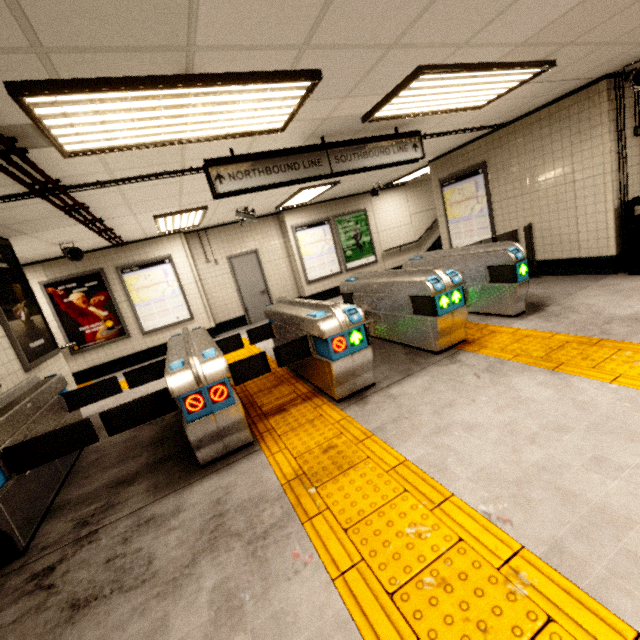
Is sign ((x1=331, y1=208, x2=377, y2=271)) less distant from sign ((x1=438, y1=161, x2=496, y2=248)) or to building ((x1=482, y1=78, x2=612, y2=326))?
sign ((x1=438, y1=161, x2=496, y2=248))

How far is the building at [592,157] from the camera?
4.7 meters

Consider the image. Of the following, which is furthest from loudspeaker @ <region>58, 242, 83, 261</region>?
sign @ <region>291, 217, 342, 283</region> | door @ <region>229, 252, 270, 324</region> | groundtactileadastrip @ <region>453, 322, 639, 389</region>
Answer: sign @ <region>291, 217, 342, 283</region>

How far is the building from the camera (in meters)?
4.67

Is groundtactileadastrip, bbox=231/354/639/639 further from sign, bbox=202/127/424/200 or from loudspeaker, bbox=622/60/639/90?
loudspeaker, bbox=622/60/639/90

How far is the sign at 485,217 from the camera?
6.8m

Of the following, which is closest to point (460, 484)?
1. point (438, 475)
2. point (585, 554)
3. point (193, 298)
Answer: point (438, 475)

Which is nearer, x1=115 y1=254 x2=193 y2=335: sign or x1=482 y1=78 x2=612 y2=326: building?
x1=482 y1=78 x2=612 y2=326: building
